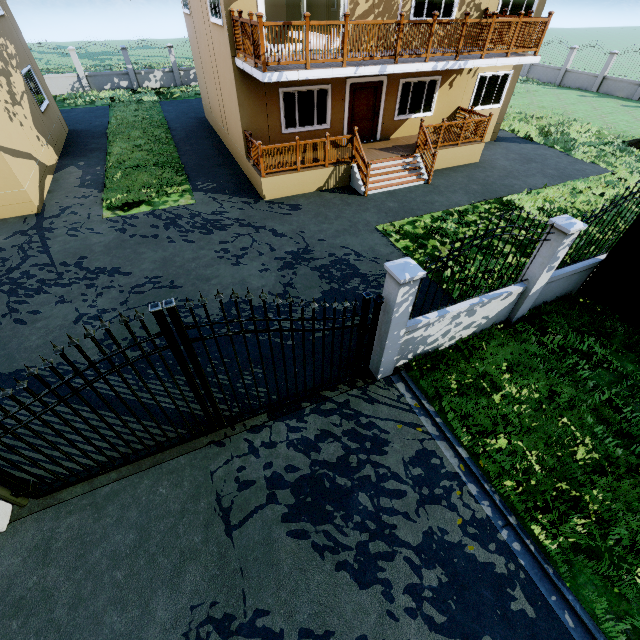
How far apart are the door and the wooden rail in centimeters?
303cm

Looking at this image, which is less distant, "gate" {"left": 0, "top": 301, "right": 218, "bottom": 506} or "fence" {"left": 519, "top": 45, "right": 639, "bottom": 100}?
"gate" {"left": 0, "top": 301, "right": 218, "bottom": 506}

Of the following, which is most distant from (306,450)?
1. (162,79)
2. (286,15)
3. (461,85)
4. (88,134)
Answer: (162,79)

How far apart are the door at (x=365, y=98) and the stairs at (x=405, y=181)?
1.94m

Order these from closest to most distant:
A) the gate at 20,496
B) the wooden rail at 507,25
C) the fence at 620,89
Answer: the gate at 20,496
the wooden rail at 507,25
the fence at 620,89

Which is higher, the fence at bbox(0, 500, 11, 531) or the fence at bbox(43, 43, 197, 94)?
the fence at bbox(43, 43, 197, 94)

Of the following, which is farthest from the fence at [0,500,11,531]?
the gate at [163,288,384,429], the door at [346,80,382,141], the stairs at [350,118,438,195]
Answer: the door at [346,80,382,141]

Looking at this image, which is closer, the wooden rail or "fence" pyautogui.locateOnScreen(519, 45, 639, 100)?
the wooden rail
